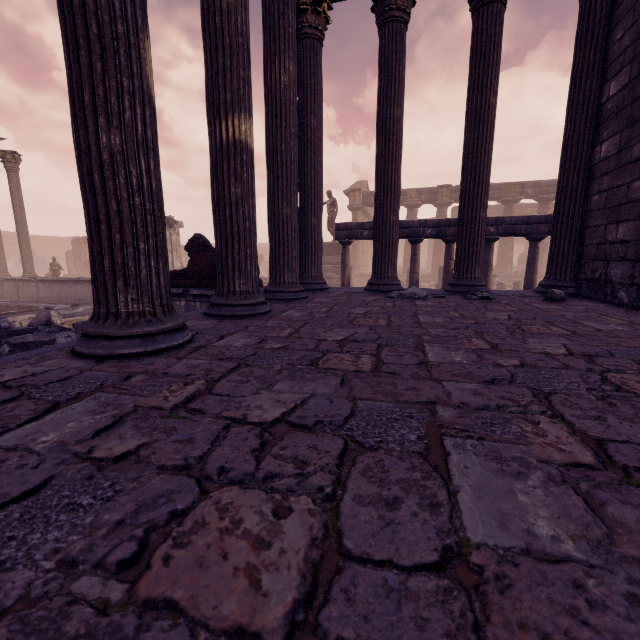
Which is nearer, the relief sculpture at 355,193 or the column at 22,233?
the column at 22,233

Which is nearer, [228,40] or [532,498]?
[532,498]

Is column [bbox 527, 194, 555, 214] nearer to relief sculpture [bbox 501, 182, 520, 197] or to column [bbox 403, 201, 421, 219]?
relief sculpture [bbox 501, 182, 520, 197]

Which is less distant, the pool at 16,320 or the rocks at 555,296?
the rocks at 555,296

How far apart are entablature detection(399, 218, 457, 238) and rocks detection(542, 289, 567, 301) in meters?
5.5

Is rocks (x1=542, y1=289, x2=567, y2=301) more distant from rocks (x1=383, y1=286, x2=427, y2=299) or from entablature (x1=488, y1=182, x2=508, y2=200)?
entablature (x1=488, y1=182, x2=508, y2=200)

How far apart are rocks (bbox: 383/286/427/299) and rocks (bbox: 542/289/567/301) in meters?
1.3

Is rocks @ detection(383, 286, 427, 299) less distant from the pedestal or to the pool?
the pool
